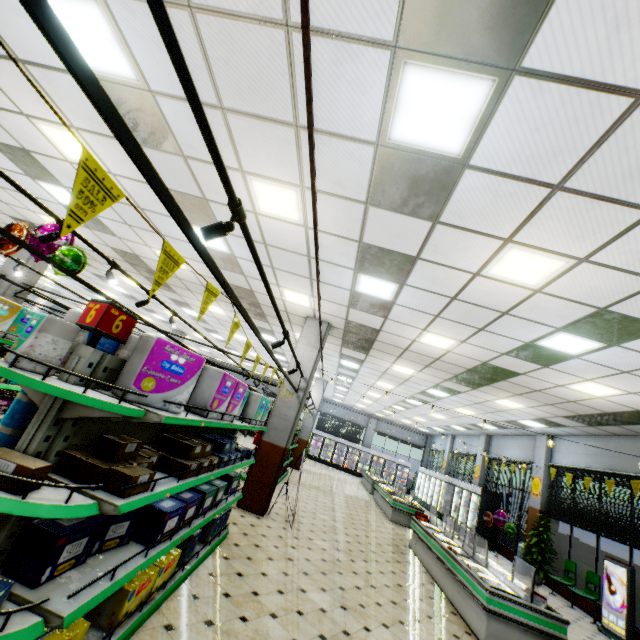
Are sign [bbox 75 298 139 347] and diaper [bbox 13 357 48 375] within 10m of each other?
yes

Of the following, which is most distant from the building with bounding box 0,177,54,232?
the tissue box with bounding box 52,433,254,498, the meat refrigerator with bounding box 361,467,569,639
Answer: the tissue box with bounding box 52,433,254,498

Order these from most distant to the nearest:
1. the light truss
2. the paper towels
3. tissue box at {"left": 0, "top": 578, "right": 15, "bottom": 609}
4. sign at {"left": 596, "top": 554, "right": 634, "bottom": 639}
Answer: sign at {"left": 596, "top": 554, "right": 634, "bottom": 639} → the paper towels → tissue box at {"left": 0, "top": 578, "right": 15, "bottom": 609} → the light truss

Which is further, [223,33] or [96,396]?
[223,33]

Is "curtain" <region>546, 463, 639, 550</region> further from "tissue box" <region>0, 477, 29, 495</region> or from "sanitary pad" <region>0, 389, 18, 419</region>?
"sanitary pad" <region>0, 389, 18, 419</region>

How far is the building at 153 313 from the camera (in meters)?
11.14

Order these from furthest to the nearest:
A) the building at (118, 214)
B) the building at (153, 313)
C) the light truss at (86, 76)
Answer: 1. the building at (153, 313)
2. the building at (118, 214)
3. the light truss at (86, 76)

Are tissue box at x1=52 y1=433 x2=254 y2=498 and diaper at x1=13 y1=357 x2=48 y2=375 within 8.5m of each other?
yes
